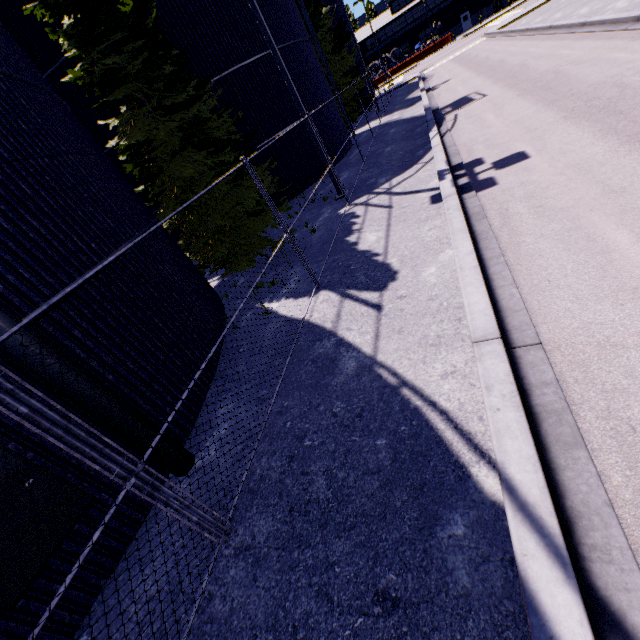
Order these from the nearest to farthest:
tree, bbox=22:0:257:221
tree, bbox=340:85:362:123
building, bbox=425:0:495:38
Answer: tree, bbox=22:0:257:221
tree, bbox=340:85:362:123
building, bbox=425:0:495:38

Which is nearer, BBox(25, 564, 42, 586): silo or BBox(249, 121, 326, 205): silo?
BBox(25, 564, 42, 586): silo

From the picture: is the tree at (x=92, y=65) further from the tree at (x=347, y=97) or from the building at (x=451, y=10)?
the building at (x=451, y=10)

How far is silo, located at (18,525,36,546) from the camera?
3.4m

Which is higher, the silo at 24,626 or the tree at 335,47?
the tree at 335,47

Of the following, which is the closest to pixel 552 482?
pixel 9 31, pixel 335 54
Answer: pixel 9 31

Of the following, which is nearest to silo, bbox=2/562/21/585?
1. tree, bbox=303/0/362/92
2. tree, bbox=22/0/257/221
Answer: tree, bbox=303/0/362/92
